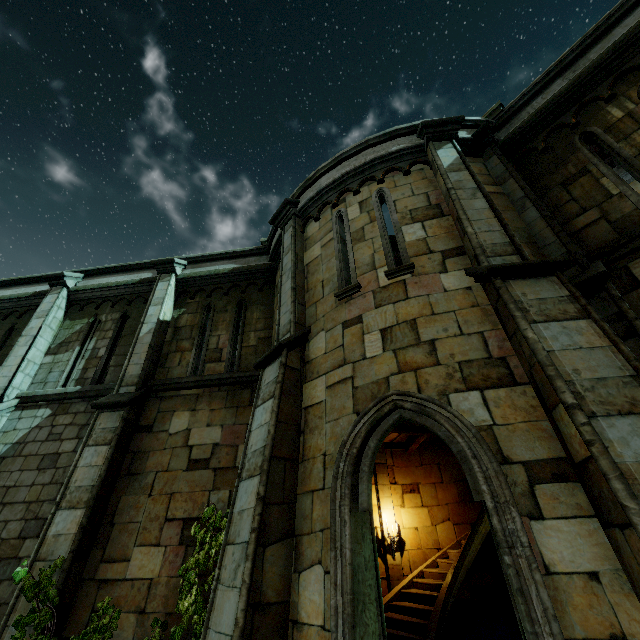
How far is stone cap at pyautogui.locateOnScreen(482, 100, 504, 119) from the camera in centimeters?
740cm

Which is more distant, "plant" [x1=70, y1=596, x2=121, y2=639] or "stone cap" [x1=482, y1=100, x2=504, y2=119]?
"stone cap" [x1=482, y1=100, x2=504, y2=119]

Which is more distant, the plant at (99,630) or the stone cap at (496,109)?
the stone cap at (496,109)

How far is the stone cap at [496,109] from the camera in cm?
740

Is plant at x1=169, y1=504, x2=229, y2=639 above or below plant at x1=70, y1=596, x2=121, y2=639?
above

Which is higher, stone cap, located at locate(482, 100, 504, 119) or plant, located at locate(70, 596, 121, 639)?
stone cap, located at locate(482, 100, 504, 119)

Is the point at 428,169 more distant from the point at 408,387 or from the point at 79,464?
the point at 79,464
